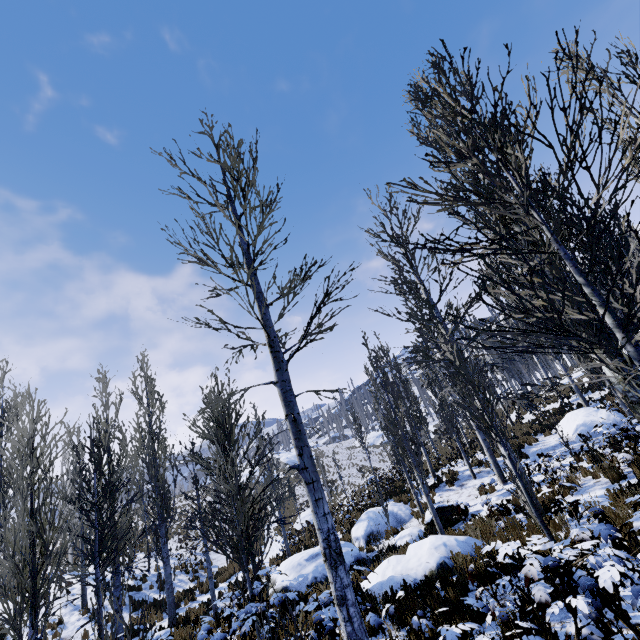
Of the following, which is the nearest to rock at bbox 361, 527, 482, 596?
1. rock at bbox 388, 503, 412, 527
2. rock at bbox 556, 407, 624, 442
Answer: rock at bbox 388, 503, 412, 527

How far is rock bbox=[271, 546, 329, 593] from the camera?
11.4 meters

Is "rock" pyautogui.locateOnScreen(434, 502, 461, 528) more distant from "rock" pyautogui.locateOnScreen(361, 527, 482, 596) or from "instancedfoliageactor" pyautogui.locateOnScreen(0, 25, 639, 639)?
"rock" pyautogui.locateOnScreen(361, 527, 482, 596)

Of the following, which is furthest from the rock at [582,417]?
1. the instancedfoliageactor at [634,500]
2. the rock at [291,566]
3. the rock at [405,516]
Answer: the rock at [291,566]

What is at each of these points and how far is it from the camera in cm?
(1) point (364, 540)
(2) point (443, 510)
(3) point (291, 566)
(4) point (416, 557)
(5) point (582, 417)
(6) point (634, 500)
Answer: (1) rock, 1498
(2) rock, 1282
(3) rock, 1225
(4) rock, 834
(5) rock, 1581
(6) instancedfoliageactor, 673

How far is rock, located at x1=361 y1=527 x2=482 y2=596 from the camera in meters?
7.7 m

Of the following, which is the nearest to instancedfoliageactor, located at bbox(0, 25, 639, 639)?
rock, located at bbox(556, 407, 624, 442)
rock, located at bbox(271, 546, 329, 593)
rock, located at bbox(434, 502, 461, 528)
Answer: rock, located at bbox(556, 407, 624, 442)

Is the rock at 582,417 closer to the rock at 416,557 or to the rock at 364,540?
the rock at 364,540
